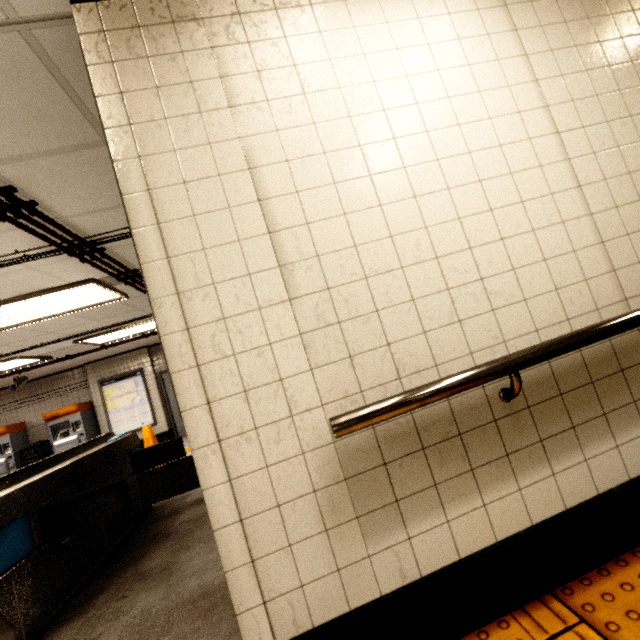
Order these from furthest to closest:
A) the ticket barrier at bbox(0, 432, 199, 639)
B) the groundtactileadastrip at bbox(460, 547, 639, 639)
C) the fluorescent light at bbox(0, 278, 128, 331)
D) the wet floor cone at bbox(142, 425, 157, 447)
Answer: the wet floor cone at bbox(142, 425, 157, 447)
the fluorescent light at bbox(0, 278, 128, 331)
the ticket barrier at bbox(0, 432, 199, 639)
the groundtactileadastrip at bbox(460, 547, 639, 639)

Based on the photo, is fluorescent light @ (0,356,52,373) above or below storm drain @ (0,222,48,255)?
below

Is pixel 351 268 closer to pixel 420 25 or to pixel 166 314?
pixel 166 314

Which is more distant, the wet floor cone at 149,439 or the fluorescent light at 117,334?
the wet floor cone at 149,439

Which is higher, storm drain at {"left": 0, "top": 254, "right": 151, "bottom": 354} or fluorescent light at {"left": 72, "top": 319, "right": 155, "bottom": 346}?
storm drain at {"left": 0, "top": 254, "right": 151, "bottom": 354}

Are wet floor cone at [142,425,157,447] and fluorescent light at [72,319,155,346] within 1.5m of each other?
no

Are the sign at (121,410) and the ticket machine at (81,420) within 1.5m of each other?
yes

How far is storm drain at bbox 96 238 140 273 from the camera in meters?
3.4
